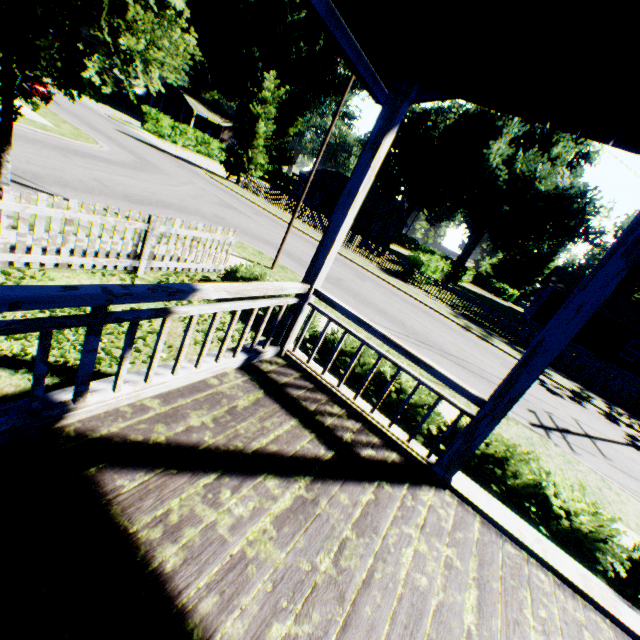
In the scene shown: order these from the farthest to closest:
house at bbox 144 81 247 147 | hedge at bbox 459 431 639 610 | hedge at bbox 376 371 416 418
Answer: house at bbox 144 81 247 147
hedge at bbox 376 371 416 418
hedge at bbox 459 431 639 610

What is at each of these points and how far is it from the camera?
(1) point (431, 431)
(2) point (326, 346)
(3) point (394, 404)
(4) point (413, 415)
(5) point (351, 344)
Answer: (1) hedge, 5.64m
(2) hedge, 6.74m
(3) hedge, 5.83m
(4) hedge, 5.81m
(5) hedge, 6.36m

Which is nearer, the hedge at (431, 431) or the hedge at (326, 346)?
the hedge at (431, 431)

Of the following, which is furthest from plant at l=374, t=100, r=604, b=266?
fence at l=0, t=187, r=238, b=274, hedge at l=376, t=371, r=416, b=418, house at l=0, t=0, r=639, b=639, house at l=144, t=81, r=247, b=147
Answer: house at l=144, t=81, r=247, b=147

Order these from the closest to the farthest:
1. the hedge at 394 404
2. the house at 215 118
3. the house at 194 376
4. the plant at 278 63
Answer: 1. the house at 194 376
2. the plant at 278 63
3. the hedge at 394 404
4. the house at 215 118

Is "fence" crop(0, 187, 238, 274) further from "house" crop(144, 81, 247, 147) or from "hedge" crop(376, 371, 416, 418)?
"house" crop(144, 81, 247, 147)

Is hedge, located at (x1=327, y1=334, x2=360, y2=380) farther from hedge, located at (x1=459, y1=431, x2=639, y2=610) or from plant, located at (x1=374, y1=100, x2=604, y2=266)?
plant, located at (x1=374, y1=100, x2=604, y2=266)

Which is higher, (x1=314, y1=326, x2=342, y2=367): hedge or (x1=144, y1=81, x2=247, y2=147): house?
(x1=144, y1=81, x2=247, y2=147): house
